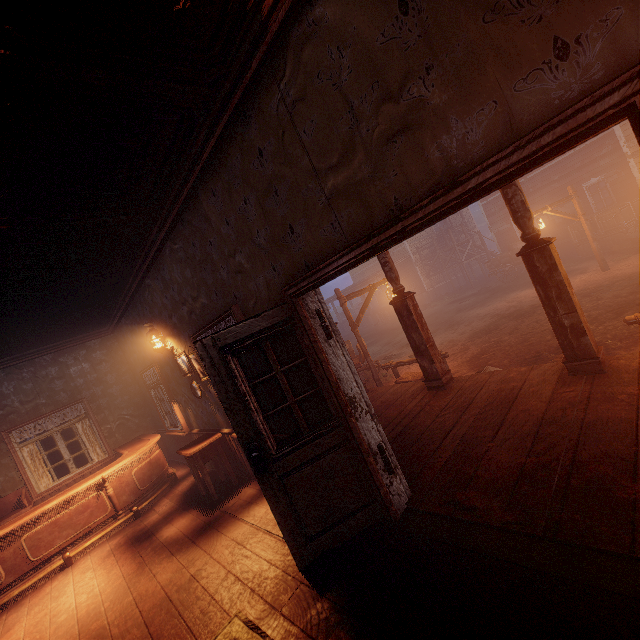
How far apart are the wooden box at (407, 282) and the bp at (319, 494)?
23.0m

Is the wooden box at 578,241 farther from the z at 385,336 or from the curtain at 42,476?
the curtain at 42,476

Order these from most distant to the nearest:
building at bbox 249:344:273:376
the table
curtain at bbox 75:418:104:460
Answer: curtain at bbox 75:418:104:460
the table
building at bbox 249:344:273:376

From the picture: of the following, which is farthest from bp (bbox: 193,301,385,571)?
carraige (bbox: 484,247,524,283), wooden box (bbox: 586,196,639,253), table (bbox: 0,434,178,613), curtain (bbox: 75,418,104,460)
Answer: carraige (bbox: 484,247,524,283)

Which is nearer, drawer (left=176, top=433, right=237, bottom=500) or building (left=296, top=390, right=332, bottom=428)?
building (left=296, top=390, right=332, bottom=428)

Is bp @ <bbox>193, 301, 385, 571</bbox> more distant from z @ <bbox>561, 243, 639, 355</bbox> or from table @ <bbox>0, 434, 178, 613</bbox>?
table @ <bbox>0, 434, 178, 613</bbox>

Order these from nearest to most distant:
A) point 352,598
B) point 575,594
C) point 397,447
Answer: point 575,594 < point 352,598 < point 397,447

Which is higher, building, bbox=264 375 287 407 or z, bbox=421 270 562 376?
building, bbox=264 375 287 407
